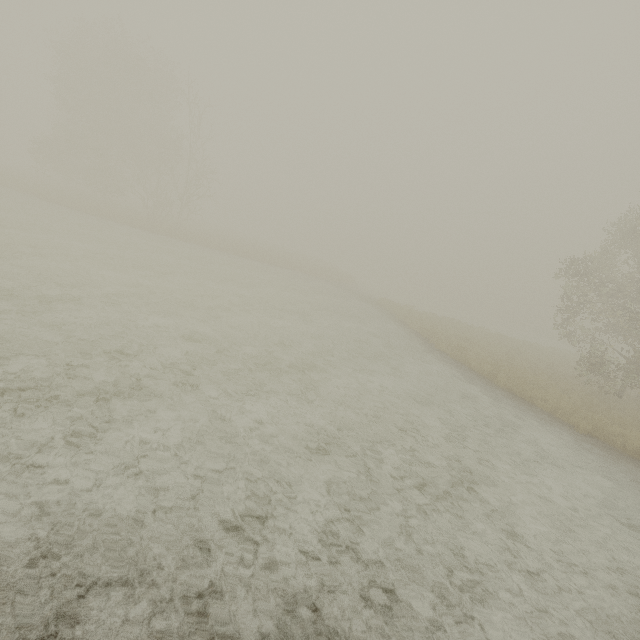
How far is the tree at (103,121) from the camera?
29.61m

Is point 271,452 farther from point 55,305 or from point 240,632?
point 55,305

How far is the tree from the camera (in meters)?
29.61
